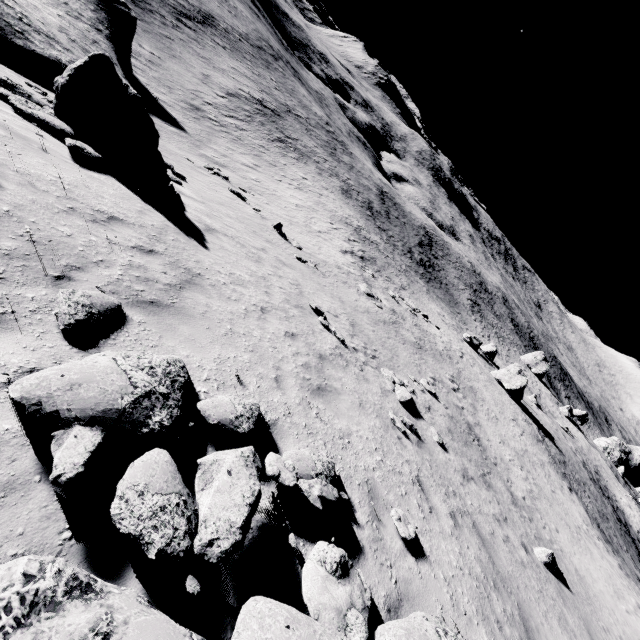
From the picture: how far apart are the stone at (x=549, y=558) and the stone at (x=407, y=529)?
7.1 meters

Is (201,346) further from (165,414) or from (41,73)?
(41,73)

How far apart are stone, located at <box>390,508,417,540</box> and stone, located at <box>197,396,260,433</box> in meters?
2.8 m

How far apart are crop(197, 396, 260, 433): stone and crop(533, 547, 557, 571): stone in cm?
1012

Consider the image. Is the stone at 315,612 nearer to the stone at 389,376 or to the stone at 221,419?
the stone at 221,419

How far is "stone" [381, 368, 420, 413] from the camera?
11.3 meters

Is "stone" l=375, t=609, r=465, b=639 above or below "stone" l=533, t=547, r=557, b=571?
above

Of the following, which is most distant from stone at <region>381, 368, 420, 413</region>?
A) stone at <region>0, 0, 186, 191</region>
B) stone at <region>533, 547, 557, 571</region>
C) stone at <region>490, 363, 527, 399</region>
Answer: stone at <region>490, 363, 527, 399</region>
